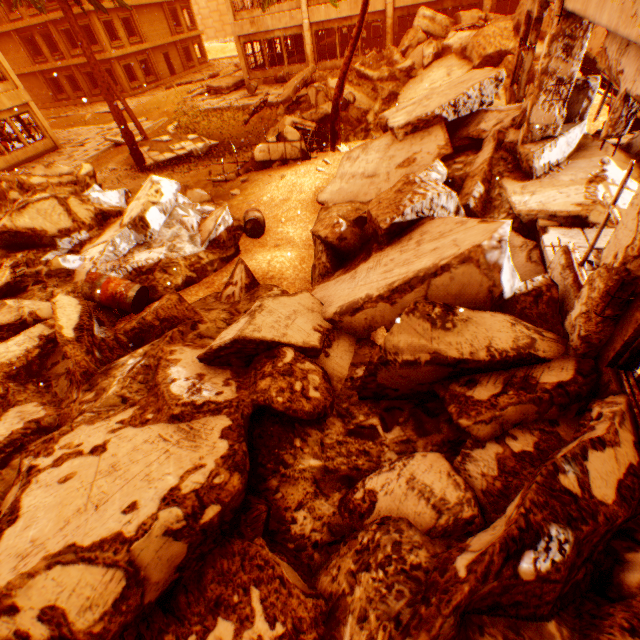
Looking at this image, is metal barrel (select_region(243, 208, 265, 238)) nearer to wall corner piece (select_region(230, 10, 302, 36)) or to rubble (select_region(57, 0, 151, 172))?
rubble (select_region(57, 0, 151, 172))

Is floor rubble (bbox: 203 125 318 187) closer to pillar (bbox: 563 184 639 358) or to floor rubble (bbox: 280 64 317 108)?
floor rubble (bbox: 280 64 317 108)

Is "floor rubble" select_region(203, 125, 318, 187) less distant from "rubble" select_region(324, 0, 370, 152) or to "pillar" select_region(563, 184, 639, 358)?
"rubble" select_region(324, 0, 370, 152)

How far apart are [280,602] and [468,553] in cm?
143

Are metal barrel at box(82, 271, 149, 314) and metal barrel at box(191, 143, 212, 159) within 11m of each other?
no

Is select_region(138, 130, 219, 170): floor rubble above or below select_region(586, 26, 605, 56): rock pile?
below

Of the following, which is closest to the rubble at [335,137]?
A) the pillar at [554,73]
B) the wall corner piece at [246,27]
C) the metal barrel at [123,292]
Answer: the metal barrel at [123,292]

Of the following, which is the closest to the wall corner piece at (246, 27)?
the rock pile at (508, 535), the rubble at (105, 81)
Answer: the rock pile at (508, 535)
